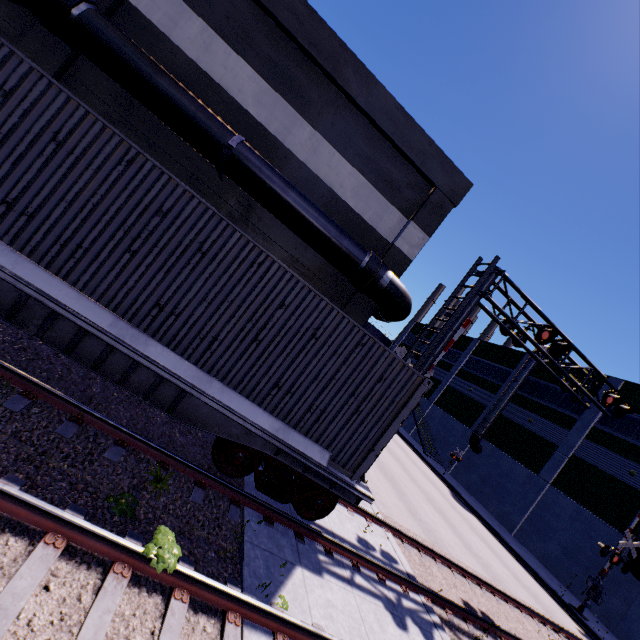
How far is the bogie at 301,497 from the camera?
6.1m

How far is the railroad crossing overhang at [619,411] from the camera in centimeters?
1048cm

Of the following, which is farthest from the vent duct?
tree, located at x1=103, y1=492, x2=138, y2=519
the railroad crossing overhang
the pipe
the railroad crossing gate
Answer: tree, located at x1=103, y1=492, x2=138, y2=519

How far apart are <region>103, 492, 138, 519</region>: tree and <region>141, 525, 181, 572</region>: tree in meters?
0.6

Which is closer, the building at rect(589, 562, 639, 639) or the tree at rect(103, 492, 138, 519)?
the tree at rect(103, 492, 138, 519)

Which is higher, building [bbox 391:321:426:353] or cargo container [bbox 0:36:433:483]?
building [bbox 391:321:426:353]

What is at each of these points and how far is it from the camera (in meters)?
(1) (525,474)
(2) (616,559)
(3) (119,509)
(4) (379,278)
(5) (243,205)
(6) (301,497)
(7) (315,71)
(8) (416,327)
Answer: (1) building, 26.73
(2) railroad crossing gate, 16.56
(3) tree, 4.24
(4) pipe, 9.56
(5) building, 9.93
(6) bogie, 6.48
(7) building, 9.87
(8) building, 54.78

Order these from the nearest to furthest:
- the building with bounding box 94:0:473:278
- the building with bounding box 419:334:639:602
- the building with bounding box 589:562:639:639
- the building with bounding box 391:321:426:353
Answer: the building with bounding box 94:0:473:278 → the building with bounding box 589:562:639:639 → the building with bounding box 419:334:639:602 → the building with bounding box 391:321:426:353
